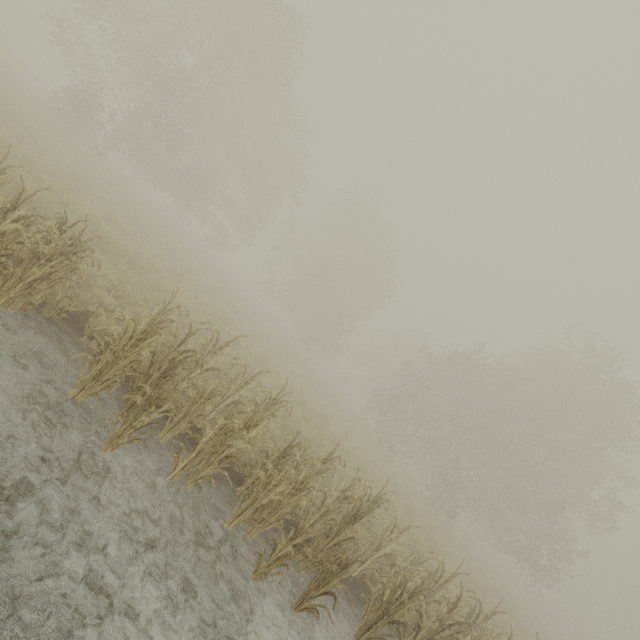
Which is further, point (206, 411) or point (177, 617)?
point (206, 411)
